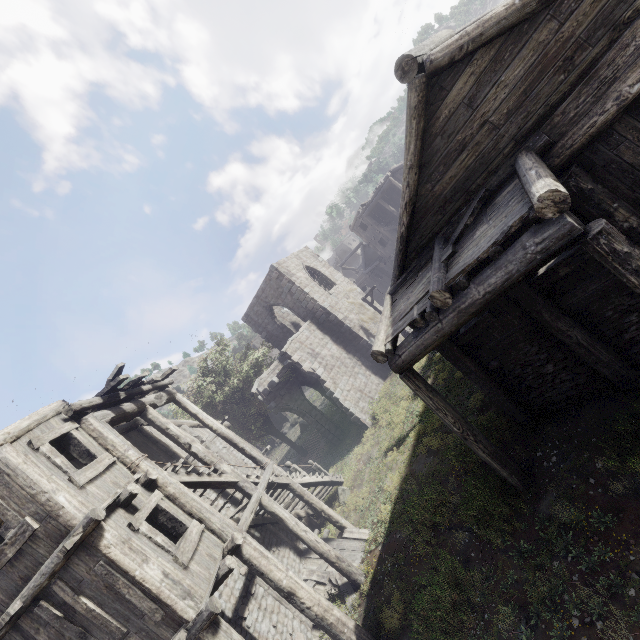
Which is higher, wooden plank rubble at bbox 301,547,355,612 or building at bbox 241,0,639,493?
building at bbox 241,0,639,493

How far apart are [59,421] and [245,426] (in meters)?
16.75

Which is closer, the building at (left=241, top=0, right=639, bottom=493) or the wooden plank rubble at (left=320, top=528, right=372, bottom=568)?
the building at (left=241, top=0, right=639, bottom=493)

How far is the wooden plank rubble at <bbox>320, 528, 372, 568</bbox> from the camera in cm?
1156

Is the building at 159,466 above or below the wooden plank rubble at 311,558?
above

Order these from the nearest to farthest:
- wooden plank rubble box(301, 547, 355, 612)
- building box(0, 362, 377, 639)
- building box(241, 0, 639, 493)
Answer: building box(241, 0, 639, 493) < building box(0, 362, 377, 639) < wooden plank rubble box(301, 547, 355, 612)
